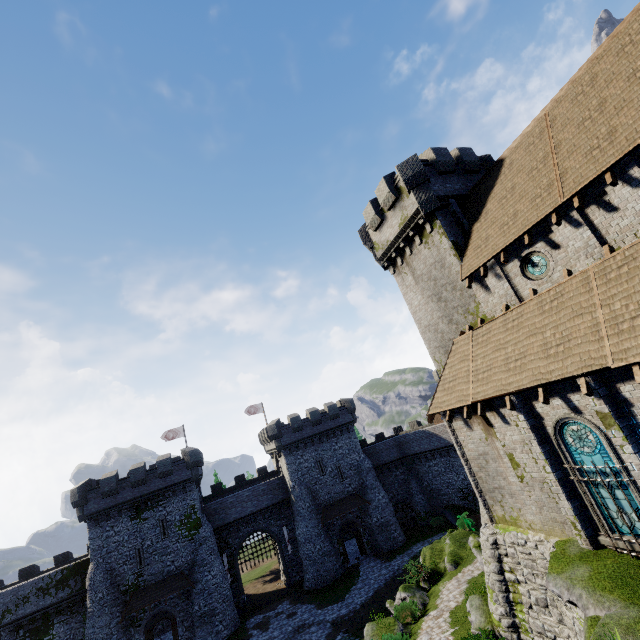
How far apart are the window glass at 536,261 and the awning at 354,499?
32.94m

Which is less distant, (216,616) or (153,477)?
(216,616)

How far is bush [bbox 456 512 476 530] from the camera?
28.6 meters

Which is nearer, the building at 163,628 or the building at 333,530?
the building at 163,628

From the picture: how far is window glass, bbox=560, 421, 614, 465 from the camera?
10.64m

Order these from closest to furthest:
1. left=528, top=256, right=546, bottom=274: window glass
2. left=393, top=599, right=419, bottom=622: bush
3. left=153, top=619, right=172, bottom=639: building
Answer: left=528, top=256, right=546, bottom=274: window glass
left=393, top=599, right=419, bottom=622: bush
left=153, top=619, right=172, bottom=639: building

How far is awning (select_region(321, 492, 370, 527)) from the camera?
36.1m

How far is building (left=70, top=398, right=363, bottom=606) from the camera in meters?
31.0 m
